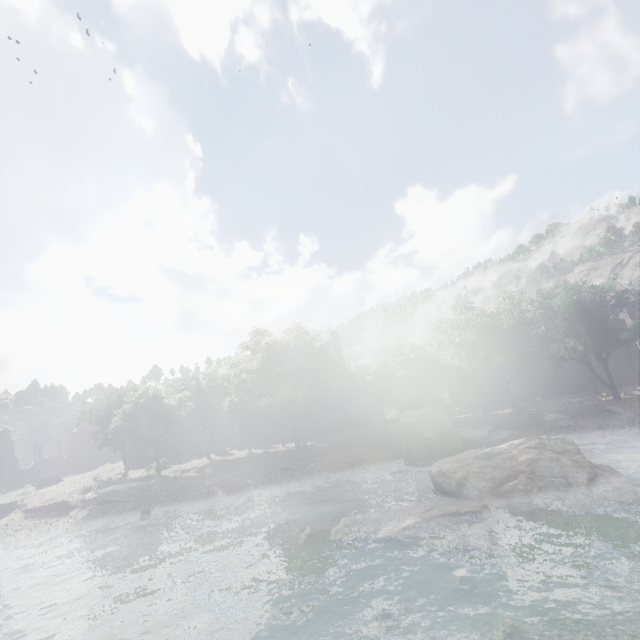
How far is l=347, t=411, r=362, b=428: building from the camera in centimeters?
4388cm

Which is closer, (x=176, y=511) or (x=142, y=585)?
(x=142, y=585)

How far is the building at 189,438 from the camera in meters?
41.8

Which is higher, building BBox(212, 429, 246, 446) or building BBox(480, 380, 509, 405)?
building BBox(212, 429, 246, 446)

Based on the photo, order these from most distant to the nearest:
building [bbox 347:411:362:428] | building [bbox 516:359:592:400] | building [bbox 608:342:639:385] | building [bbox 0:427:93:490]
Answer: building [bbox 347:411:362:428] → building [bbox 516:359:592:400] → building [bbox 608:342:639:385] → building [bbox 0:427:93:490]

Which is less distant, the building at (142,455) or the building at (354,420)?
the building at (142,455)
